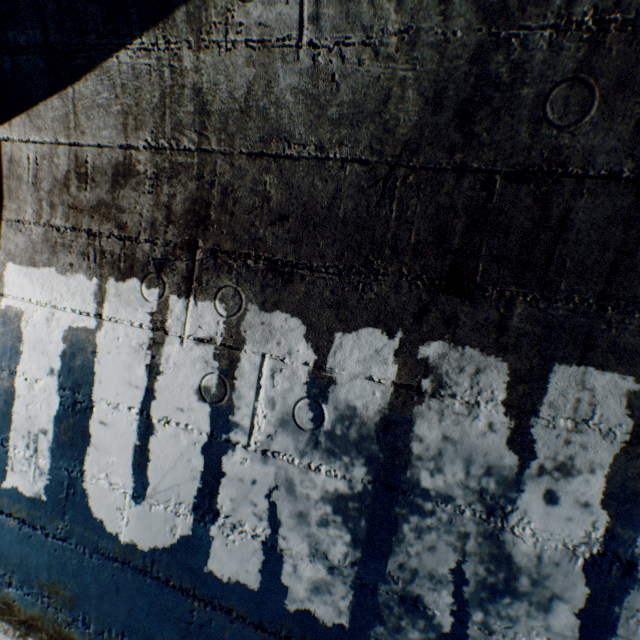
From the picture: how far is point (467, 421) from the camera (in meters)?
0.96
